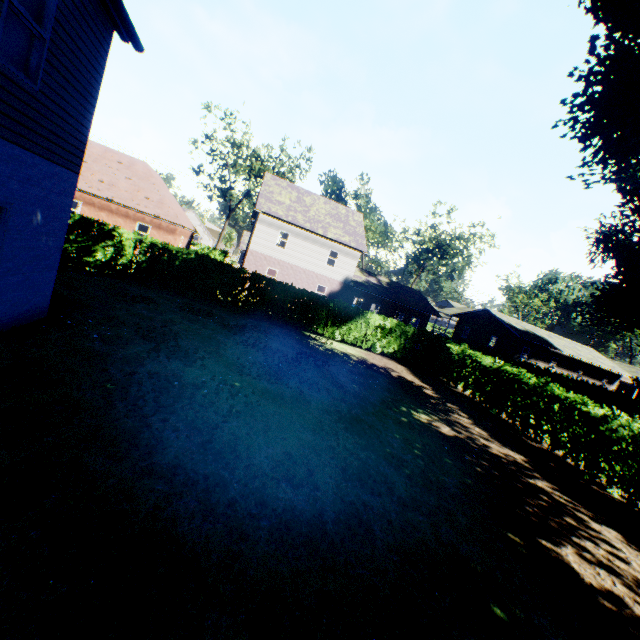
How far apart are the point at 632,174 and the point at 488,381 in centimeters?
910cm

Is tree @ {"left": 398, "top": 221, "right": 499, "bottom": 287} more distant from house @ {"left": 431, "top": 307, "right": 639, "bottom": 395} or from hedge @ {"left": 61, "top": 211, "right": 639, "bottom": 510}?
house @ {"left": 431, "top": 307, "right": 639, "bottom": 395}

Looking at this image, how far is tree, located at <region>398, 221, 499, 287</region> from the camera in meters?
43.2

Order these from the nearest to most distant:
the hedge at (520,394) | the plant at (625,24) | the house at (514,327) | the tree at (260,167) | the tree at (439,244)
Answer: the plant at (625,24), the hedge at (520,394), the tree at (260,167), the house at (514,327), the tree at (439,244)

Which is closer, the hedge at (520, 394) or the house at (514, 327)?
the hedge at (520, 394)

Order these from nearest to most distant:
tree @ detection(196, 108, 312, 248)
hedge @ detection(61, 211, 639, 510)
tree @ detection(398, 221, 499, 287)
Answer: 1. hedge @ detection(61, 211, 639, 510)
2. tree @ detection(196, 108, 312, 248)
3. tree @ detection(398, 221, 499, 287)

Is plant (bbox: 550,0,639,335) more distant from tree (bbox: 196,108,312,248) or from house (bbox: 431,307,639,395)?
house (bbox: 431,307,639,395)
